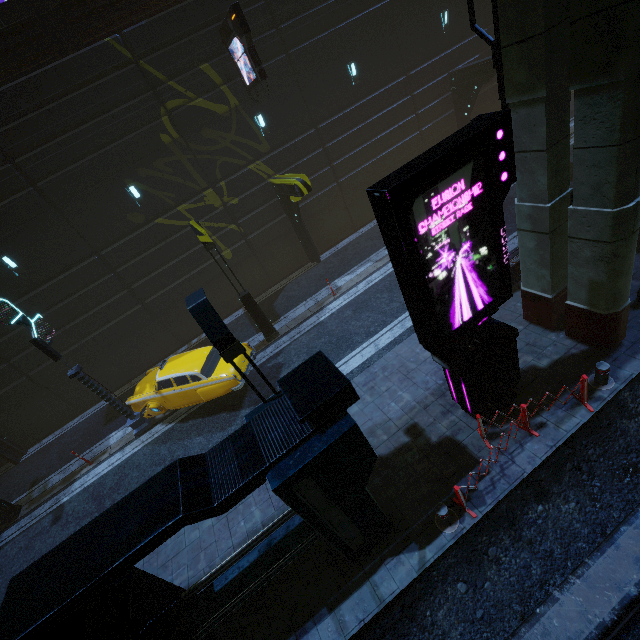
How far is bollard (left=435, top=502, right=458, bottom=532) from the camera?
6.1m

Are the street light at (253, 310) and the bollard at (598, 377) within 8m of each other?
no

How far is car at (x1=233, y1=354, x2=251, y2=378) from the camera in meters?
11.0

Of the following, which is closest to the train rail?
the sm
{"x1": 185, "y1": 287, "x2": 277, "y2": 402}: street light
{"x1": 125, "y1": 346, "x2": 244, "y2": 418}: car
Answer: the sm

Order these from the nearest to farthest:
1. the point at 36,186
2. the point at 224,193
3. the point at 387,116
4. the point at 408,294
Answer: the point at 408,294 < the point at 36,186 < the point at 224,193 < the point at 387,116

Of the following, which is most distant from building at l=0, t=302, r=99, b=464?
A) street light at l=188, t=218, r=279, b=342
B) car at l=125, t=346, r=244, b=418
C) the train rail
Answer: street light at l=188, t=218, r=279, b=342

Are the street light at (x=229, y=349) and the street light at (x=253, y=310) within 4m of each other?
no

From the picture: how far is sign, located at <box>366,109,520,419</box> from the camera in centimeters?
450cm
